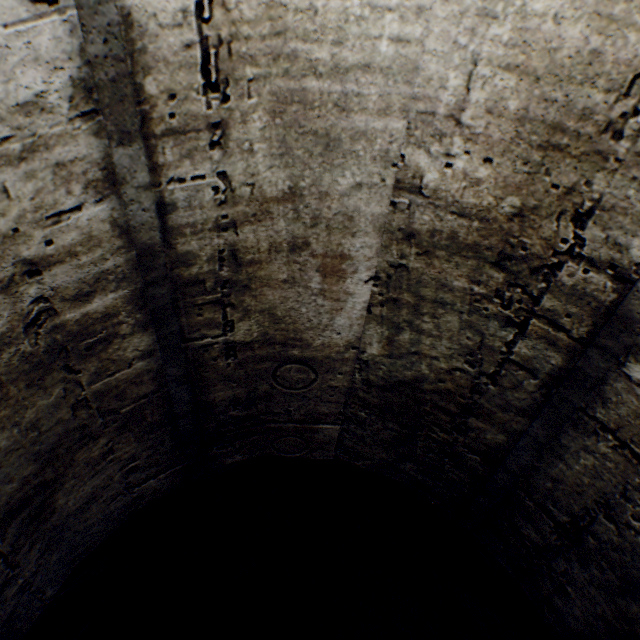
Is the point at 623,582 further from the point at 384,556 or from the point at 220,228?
the point at 384,556
